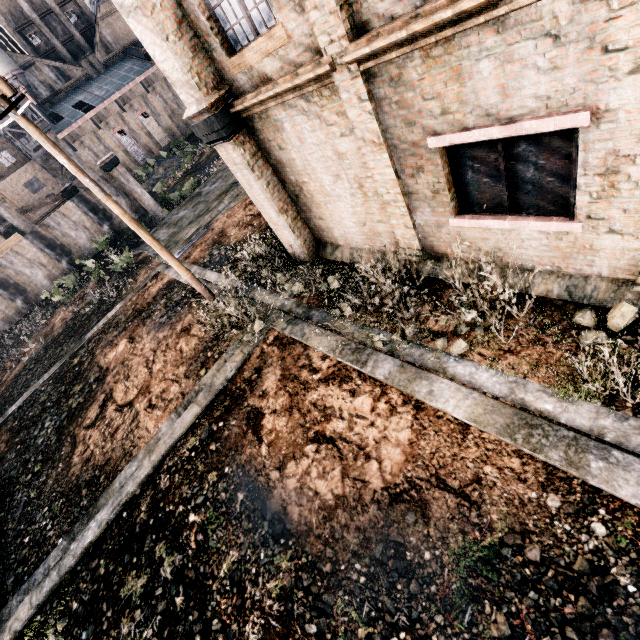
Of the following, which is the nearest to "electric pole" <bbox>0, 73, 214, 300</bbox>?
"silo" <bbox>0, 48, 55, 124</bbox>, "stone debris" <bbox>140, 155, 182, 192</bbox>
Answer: "stone debris" <bbox>140, 155, 182, 192</bbox>

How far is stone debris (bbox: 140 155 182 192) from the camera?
45.8 meters

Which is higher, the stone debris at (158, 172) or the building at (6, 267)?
the building at (6, 267)

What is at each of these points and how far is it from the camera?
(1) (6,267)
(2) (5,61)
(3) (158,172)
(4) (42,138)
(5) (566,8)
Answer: (1) building, 25.0m
(2) silo, 44.5m
(3) stone debris, 47.8m
(4) electric pole, 8.5m
(5) building, 3.4m

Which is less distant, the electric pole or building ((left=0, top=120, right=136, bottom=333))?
the electric pole

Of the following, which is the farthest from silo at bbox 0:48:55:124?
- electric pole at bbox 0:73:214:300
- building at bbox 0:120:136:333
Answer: electric pole at bbox 0:73:214:300

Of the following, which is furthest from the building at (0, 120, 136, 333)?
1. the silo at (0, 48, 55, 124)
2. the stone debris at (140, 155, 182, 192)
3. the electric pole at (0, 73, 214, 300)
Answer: the electric pole at (0, 73, 214, 300)

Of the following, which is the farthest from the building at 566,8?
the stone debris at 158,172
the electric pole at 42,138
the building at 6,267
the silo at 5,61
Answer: the silo at 5,61
